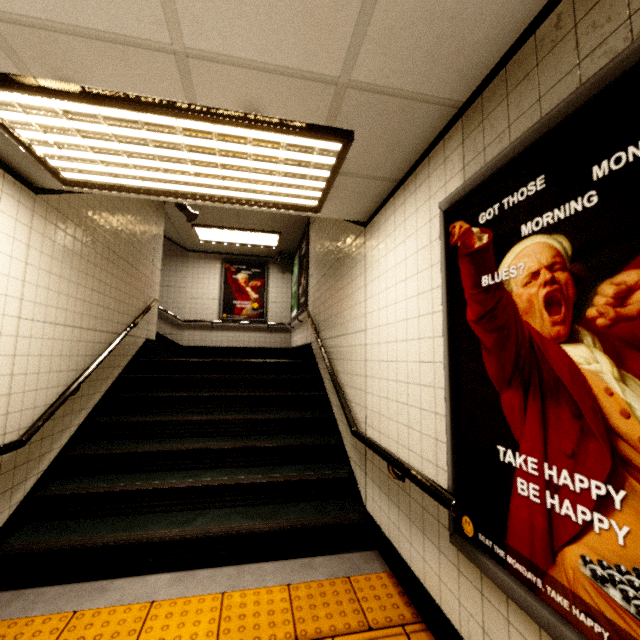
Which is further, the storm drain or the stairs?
the stairs

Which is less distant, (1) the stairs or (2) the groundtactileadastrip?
(2) the groundtactileadastrip

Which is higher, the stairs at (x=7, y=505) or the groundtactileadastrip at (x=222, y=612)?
the stairs at (x=7, y=505)

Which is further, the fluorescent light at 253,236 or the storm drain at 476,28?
the fluorescent light at 253,236

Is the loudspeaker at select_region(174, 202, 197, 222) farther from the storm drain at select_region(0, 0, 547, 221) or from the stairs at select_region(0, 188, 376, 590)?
the storm drain at select_region(0, 0, 547, 221)

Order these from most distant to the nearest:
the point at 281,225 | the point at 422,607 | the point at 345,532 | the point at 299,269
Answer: the point at 299,269
the point at 281,225
the point at 345,532
the point at 422,607

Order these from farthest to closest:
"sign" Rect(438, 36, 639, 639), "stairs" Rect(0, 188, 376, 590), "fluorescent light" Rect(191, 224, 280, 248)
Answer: "fluorescent light" Rect(191, 224, 280, 248), "stairs" Rect(0, 188, 376, 590), "sign" Rect(438, 36, 639, 639)

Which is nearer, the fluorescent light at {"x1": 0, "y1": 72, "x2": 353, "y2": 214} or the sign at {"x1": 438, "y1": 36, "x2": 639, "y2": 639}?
the sign at {"x1": 438, "y1": 36, "x2": 639, "y2": 639}
